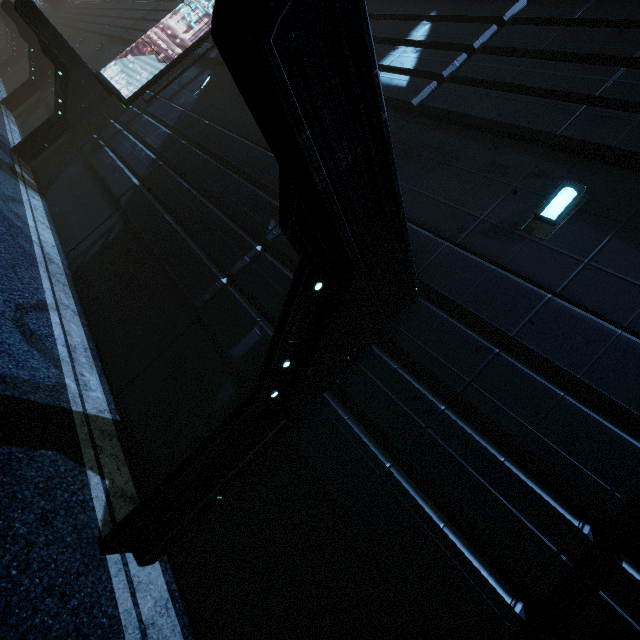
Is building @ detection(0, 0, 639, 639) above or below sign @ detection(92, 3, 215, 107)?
below

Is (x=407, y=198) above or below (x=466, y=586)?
above

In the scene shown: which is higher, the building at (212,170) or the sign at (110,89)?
the sign at (110,89)

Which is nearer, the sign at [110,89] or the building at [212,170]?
the building at [212,170]

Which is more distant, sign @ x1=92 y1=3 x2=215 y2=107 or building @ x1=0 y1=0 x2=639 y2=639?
sign @ x1=92 y1=3 x2=215 y2=107
